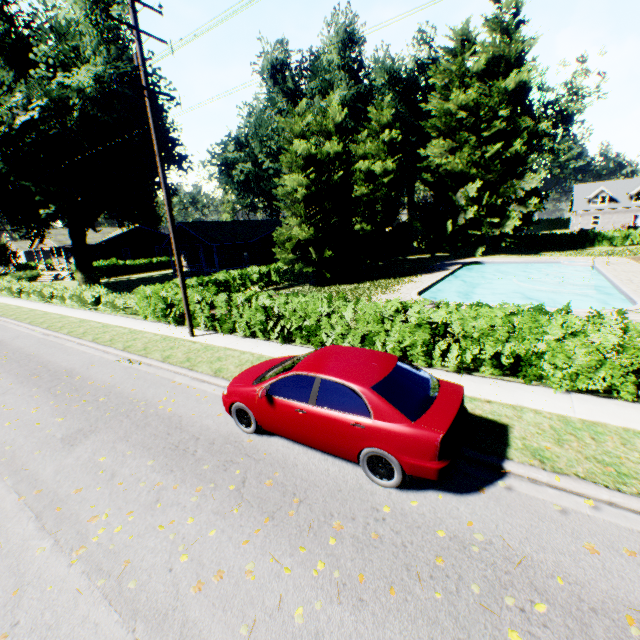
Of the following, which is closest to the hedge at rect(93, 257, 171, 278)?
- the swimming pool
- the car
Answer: the swimming pool

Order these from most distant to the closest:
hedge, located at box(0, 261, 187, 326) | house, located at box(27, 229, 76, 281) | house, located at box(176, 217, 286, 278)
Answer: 1. house, located at box(27, 229, 76, 281)
2. house, located at box(176, 217, 286, 278)
3. hedge, located at box(0, 261, 187, 326)

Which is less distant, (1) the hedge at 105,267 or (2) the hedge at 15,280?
(2) the hedge at 15,280

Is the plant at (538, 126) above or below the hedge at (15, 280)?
above

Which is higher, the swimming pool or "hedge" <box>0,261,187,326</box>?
"hedge" <box>0,261,187,326</box>

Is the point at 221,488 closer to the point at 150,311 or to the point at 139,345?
the point at 139,345

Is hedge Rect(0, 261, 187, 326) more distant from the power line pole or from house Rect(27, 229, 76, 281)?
house Rect(27, 229, 76, 281)

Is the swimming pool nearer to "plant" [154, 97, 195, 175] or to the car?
"plant" [154, 97, 195, 175]
